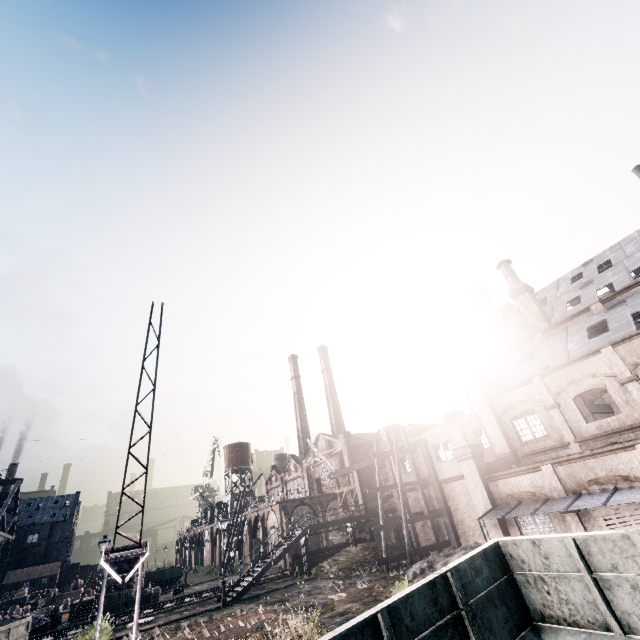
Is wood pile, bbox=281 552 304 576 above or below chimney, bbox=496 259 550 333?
below

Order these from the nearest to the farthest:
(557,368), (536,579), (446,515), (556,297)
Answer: (536,579) → (557,368) → (446,515) → (556,297)

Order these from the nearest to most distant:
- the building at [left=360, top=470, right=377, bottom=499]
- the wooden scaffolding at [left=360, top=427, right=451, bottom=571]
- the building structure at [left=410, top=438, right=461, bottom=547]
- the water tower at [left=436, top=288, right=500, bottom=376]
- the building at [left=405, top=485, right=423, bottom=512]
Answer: the wooden scaffolding at [left=360, top=427, right=451, bottom=571] → the building structure at [left=410, top=438, right=461, bottom=547] → the building at [left=405, top=485, right=423, bottom=512] → the water tower at [left=436, top=288, right=500, bottom=376] → the building at [left=360, top=470, right=377, bottom=499]

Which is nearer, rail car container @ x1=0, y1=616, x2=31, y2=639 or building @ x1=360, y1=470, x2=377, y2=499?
rail car container @ x1=0, y1=616, x2=31, y2=639

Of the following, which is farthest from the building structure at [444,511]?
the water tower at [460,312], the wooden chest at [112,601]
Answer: the wooden chest at [112,601]

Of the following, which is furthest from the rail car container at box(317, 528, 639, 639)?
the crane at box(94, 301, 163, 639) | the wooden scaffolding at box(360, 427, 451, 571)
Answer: the wooden scaffolding at box(360, 427, 451, 571)

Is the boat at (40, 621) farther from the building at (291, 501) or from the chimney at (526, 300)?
the chimney at (526, 300)

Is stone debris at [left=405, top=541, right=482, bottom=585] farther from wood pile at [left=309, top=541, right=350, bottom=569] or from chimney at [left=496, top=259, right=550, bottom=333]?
chimney at [left=496, top=259, right=550, bottom=333]
